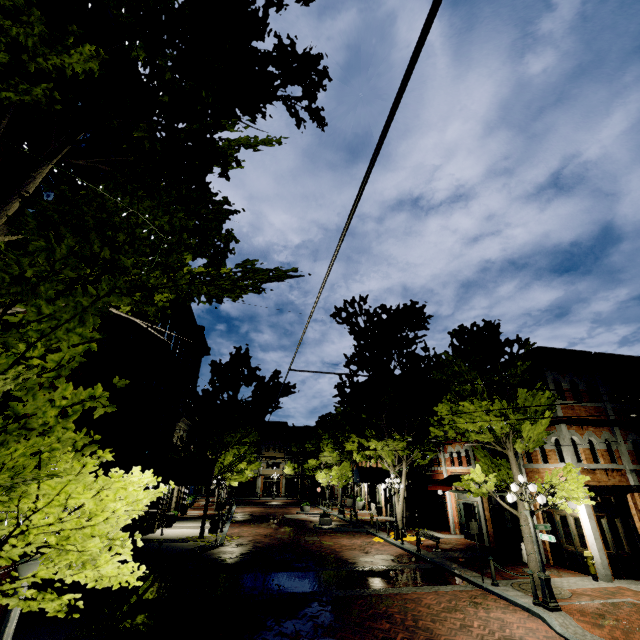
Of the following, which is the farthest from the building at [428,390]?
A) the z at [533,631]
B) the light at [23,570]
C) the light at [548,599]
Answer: the light at [548,599]

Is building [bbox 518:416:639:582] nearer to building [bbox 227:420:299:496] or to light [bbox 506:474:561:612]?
light [bbox 506:474:561:612]

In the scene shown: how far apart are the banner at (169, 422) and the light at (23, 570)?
16.20m

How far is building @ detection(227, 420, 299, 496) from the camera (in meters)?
53.75

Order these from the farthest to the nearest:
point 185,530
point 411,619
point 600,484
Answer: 1. point 185,530
2. point 600,484
3. point 411,619

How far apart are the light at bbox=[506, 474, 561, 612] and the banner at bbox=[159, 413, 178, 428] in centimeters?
1735cm

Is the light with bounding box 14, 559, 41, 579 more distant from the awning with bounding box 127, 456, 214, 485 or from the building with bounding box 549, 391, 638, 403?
the awning with bounding box 127, 456, 214, 485

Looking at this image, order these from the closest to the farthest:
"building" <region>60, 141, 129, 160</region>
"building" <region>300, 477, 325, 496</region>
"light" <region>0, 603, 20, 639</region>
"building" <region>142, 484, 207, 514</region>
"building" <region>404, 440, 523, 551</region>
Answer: "light" <region>0, 603, 20, 639</region>
"building" <region>60, 141, 129, 160</region>
"building" <region>404, 440, 523, 551</region>
"building" <region>142, 484, 207, 514</region>
"building" <region>300, 477, 325, 496</region>
